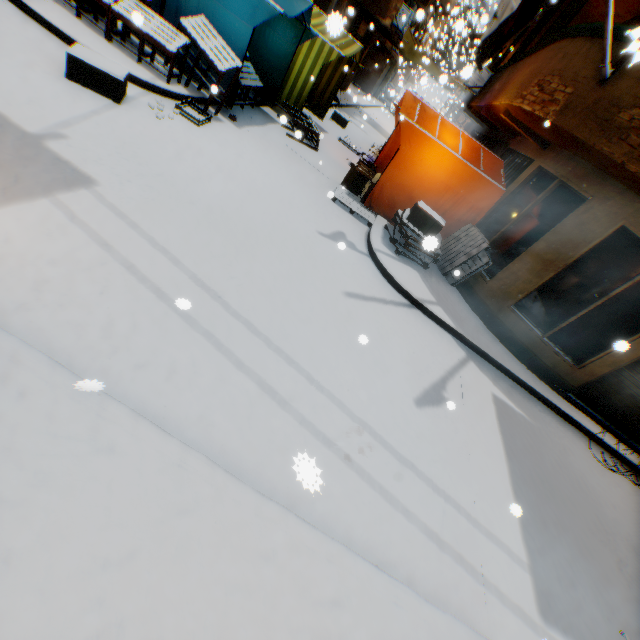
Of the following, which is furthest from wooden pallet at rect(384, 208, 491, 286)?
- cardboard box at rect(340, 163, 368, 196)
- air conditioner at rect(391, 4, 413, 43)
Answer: air conditioner at rect(391, 4, 413, 43)

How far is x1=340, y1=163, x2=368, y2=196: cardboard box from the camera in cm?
837

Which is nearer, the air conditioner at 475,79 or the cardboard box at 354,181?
the cardboard box at 354,181

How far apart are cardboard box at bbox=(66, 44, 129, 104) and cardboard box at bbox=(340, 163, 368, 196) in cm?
508

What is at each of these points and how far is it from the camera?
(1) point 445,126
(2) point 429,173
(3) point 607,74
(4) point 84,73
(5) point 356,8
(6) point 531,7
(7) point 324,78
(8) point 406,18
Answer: (1) tent, 7.98m
(2) tent, 7.68m
(3) flagpole, 4.86m
(4) cardboard box, 4.93m
(5) building, 15.13m
(6) flag, 4.28m
(7) tent, 11.49m
(8) air conditioner, 15.14m

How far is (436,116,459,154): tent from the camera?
7.54m

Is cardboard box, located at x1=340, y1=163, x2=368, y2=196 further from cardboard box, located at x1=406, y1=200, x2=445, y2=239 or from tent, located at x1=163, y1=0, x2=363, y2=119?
cardboard box, located at x1=406, y1=200, x2=445, y2=239

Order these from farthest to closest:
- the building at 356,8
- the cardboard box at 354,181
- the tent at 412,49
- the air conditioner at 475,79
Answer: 1. the tent at 412,49
2. the building at 356,8
3. the air conditioner at 475,79
4. the cardboard box at 354,181
